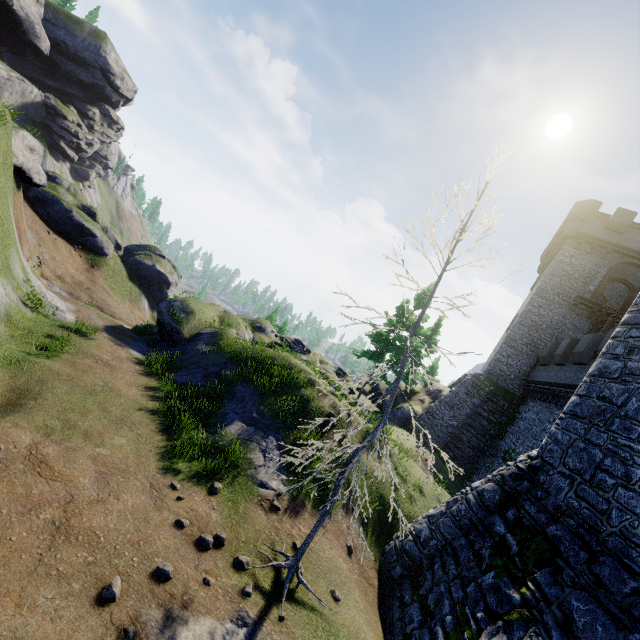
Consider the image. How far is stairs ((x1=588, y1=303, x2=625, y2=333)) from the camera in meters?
22.8 m

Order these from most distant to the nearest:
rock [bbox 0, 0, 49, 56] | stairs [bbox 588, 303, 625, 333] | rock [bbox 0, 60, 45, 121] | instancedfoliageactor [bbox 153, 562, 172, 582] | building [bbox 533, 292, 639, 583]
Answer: rock [bbox 0, 60, 45, 121], rock [bbox 0, 0, 49, 56], stairs [bbox 588, 303, 625, 333], building [bbox 533, 292, 639, 583], instancedfoliageactor [bbox 153, 562, 172, 582]

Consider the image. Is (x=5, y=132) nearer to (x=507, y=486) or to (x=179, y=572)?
(x=179, y=572)

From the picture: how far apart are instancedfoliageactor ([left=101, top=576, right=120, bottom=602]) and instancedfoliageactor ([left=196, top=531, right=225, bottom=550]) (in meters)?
1.72

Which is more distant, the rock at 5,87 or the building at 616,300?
the rock at 5,87

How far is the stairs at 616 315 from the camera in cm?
2280

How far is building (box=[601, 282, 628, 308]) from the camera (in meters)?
31.62

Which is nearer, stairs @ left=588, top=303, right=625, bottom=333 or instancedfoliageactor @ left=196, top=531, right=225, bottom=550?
instancedfoliageactor @ left=196, top=531, right=225, bottom=550
